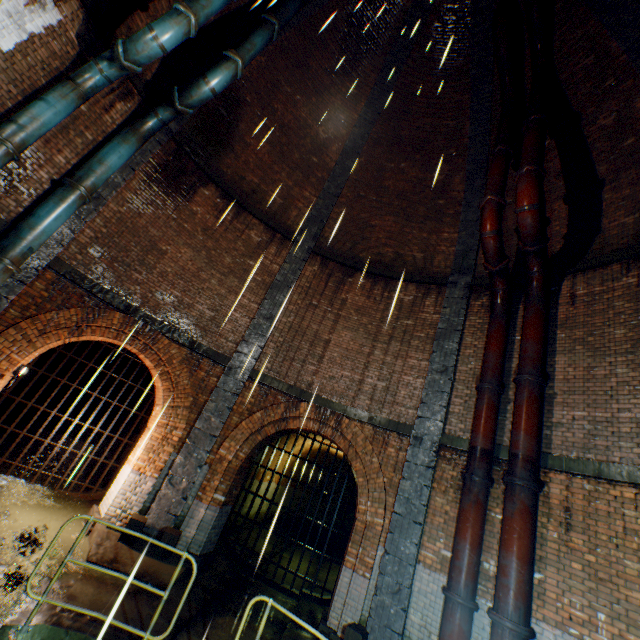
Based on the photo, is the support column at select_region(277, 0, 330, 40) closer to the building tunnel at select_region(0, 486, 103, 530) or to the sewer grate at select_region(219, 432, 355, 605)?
the building tunnel at select_region(0, 486, 103, 530)

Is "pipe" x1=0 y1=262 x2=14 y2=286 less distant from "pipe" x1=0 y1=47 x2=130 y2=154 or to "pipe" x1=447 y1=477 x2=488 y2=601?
"pipe" x1=0 y1=47 x2=130 y2=154

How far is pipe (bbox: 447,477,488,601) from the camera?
5.8 meters

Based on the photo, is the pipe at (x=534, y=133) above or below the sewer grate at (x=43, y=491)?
above

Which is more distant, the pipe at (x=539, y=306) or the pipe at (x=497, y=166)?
the pipe at (x=497, y=166)

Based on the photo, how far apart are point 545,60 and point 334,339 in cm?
1040

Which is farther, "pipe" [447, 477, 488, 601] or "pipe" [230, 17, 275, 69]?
"pipe" [230, 17, 275, 69]

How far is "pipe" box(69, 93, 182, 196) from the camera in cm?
728
